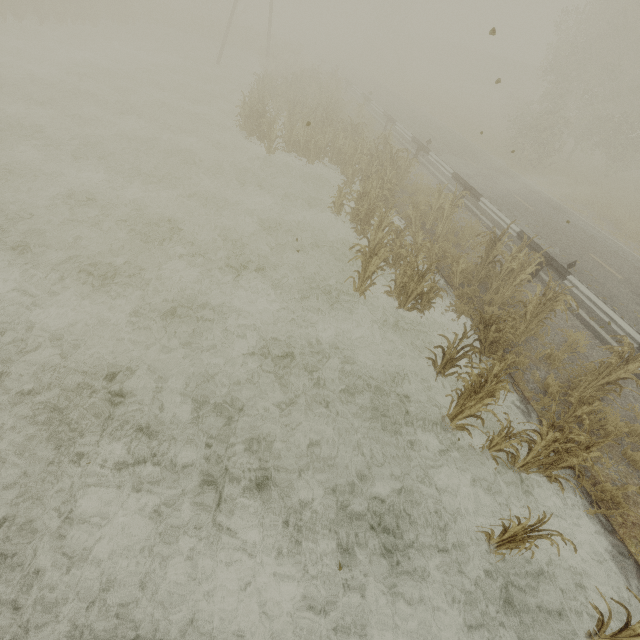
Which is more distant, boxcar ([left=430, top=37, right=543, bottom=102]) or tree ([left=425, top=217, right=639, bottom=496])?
boxcar ([left=430, top=37, right=543, bottom=102])

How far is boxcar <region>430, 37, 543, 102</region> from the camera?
43.2 meters

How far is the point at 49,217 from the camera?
8.23m

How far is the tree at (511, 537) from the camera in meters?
4.0

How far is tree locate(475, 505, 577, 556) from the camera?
4.04m

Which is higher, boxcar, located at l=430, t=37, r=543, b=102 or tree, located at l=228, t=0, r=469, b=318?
boxcar, located at l=430, t=37, r=543, b=102

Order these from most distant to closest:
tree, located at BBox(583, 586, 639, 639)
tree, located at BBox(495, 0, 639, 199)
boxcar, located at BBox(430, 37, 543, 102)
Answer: boxcar, located at BBox(430, 37, 543, 102)
tree, located at BBox(495, 0, 639, 199)
tree, located at BBox(583, 586, 639, 639)

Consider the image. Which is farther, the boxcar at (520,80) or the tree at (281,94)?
the boxcar at (520,80)
